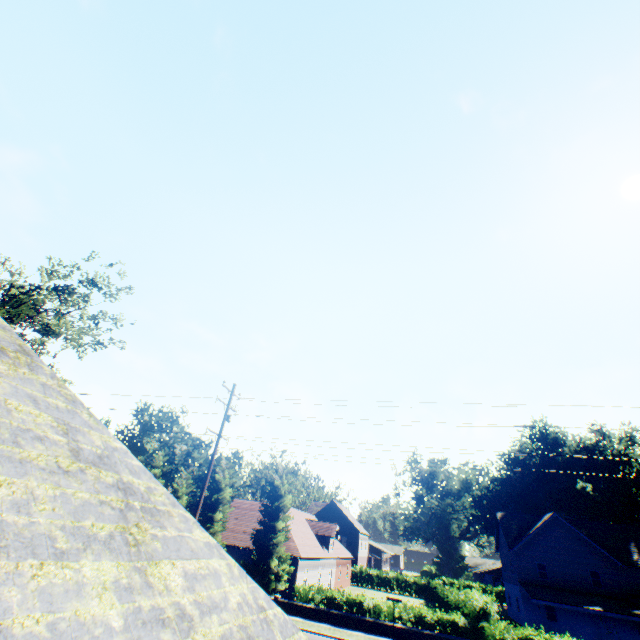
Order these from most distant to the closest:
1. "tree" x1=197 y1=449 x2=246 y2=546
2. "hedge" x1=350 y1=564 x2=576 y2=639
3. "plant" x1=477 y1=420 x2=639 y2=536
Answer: "plant" x1=477 y1=420 x2=639 y2=536 < "tree" x1=197 y1=449 x2=246 y2=546 < "hedge" x1=350 y1=564 x2=576 y2=639

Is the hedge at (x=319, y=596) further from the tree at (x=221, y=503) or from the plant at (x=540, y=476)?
the plant at (x=540, y=476)

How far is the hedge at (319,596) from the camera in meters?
23.4 m

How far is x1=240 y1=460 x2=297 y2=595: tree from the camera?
26.4m

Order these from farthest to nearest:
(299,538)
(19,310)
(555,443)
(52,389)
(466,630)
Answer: (555,443), (299,538), (466,630), (19,310), (52,389)

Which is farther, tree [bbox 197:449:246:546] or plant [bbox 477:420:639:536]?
plant [bbox 477:420:639:536]

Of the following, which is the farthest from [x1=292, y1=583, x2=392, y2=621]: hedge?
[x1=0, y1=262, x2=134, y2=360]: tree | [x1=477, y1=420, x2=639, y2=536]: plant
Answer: [x1=477, y1=420, x2=639, y2=536]: plant
